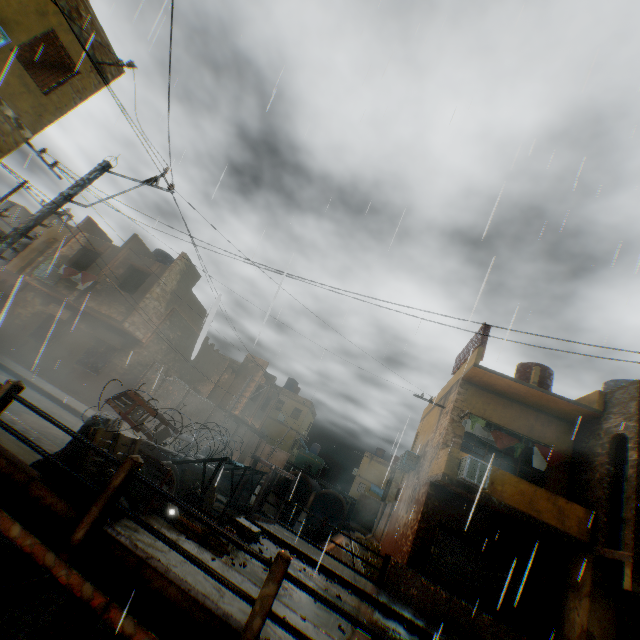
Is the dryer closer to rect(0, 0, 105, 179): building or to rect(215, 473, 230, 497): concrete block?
rect(0, 0, 105, 179): building

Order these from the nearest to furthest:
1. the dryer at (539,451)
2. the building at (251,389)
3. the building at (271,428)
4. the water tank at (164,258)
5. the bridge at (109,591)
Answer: the bridge at (109,591) → the dryer at (539,451) → the water tank at (164,258) → the building at (251,389) → the building at (271,428)

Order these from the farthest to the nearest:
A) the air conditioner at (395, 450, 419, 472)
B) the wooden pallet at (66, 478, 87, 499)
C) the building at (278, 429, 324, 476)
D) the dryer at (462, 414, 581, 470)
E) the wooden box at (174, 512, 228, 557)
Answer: the building at (278, 429, 324, 476), the air conditioner at (395, 450, 419, 472), the dryer at (462, 414, 581, 470), the wooden box at (174, 512, 228, 557), the wooden pallet at (66, 478, 87, 499)

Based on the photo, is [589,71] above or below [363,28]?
below

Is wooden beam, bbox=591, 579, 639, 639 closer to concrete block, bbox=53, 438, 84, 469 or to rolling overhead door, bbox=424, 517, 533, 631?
rolling overhead door, bbox=424, 517, 533, 631

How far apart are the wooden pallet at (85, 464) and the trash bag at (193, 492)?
0.8 meters

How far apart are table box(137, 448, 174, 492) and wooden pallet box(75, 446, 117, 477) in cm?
4

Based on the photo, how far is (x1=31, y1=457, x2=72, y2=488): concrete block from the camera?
4.8 meters
